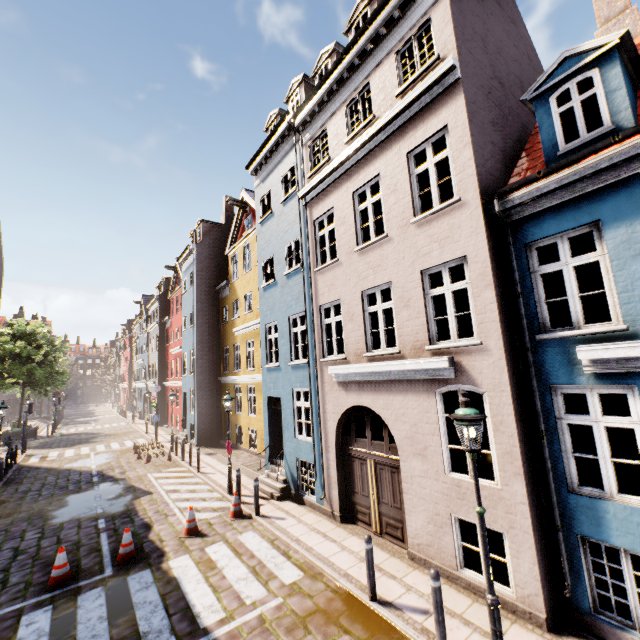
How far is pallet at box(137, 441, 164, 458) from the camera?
19.11m

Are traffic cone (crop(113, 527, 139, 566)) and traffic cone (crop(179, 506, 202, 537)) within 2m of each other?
yes

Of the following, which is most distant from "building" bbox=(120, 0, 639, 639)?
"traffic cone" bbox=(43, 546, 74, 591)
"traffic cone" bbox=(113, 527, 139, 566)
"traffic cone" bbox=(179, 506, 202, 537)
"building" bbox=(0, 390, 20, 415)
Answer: "building" bbox=(0, 390, 20, 415)

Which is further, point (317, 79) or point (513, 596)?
point (317, 79)

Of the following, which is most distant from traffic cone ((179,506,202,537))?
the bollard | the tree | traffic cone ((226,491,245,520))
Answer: the tree

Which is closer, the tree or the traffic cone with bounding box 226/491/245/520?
the traffic cone with bounding box 226/491/245/520

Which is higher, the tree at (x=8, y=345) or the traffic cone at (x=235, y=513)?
the tree at (x=8, y=345)

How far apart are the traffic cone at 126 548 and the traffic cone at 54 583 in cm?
79
